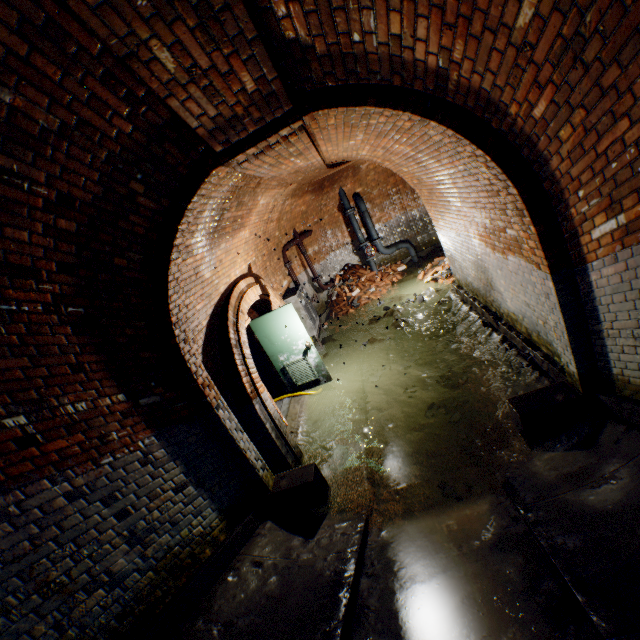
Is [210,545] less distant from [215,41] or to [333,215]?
[215,41]

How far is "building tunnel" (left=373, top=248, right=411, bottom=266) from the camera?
12.98m

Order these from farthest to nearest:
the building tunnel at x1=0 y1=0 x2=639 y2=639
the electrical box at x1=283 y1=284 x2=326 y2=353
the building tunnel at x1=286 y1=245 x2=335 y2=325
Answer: the building tunnel at x1=286 y1=245 x2=335 y2=325 → the electrical box at x1=283 y1=284 x2=326 y2=353 → the building tunnel at x1=0 y1=0 x2=639 y2=639

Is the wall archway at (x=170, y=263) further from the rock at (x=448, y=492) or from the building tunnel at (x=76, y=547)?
the rock at (x=448, y=492)

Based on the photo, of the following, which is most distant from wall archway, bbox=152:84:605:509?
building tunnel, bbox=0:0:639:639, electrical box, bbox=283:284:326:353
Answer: electrical box, bbox=283:284:326:353

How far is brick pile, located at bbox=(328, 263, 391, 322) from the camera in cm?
1099

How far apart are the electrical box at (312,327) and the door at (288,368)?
1.9m

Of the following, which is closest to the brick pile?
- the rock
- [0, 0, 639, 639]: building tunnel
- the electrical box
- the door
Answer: [0, 0, 639, 639]: building tunnel
